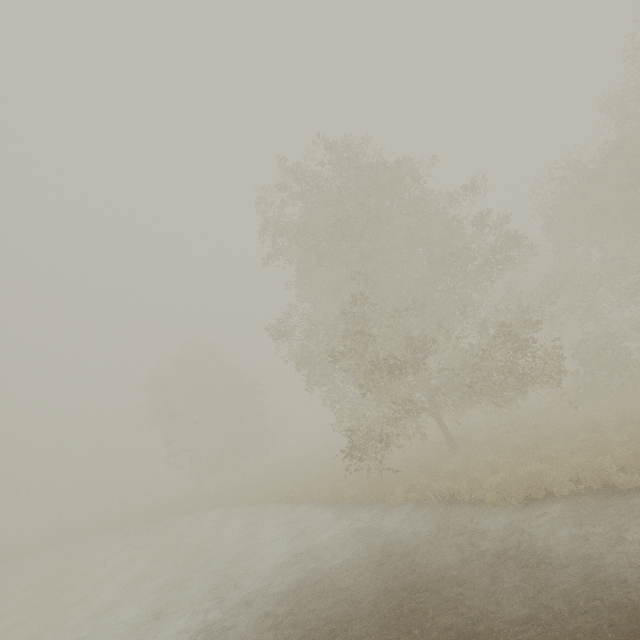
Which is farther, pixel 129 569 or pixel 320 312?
pixel 320 312
